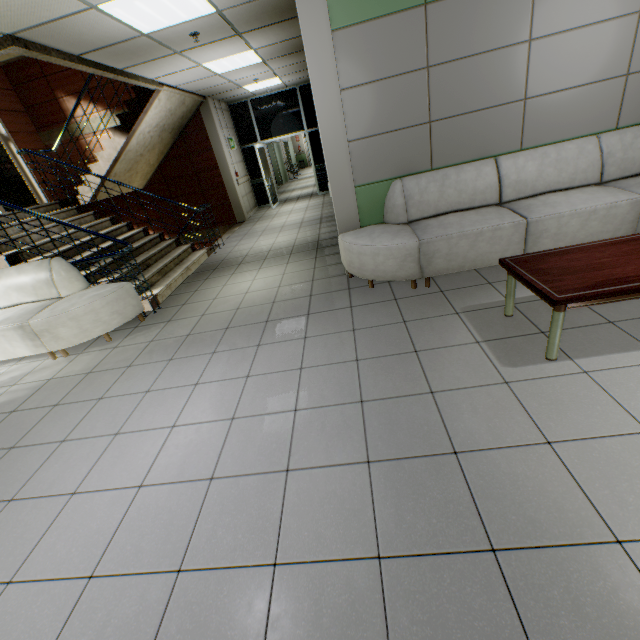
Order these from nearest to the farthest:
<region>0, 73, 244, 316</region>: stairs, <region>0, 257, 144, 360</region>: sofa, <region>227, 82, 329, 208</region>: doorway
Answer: <region>0, 257, 144, 360</region>: sofa → <region>0, 73, 244, 316</region>: stairs → <region>227, 82, 329, 208</region>: doorway

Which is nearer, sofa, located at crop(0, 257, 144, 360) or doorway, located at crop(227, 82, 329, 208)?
sofa, located at crop(0, 257, 144, 360)

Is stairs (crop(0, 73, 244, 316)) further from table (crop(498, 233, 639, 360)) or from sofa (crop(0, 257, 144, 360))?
table (crop(498, 233, 639, 360))

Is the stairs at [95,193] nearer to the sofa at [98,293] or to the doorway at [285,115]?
the sofa at [98,293]

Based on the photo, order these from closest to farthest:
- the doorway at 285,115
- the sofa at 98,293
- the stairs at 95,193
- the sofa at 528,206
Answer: the sofa at 528,206
the sofa at 98,293
the stairs at 95,193
the doorway at 285,115

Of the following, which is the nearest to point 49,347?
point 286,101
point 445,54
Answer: point 445,54

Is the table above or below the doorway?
below

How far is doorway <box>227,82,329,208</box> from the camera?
10.1 meters
